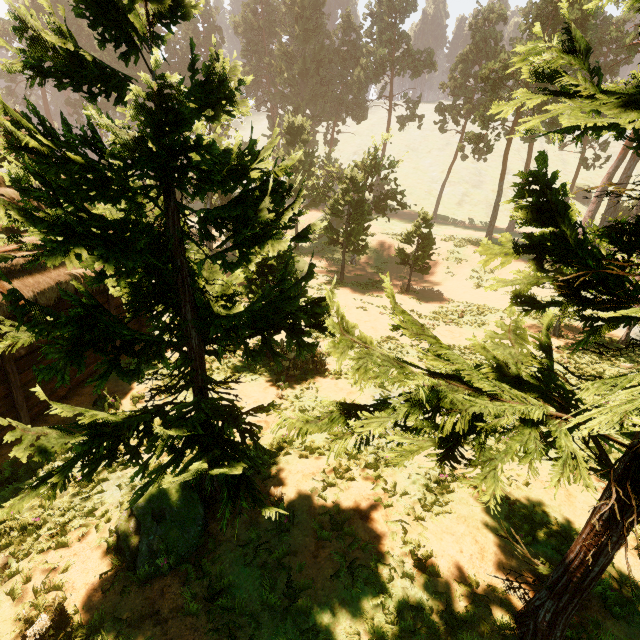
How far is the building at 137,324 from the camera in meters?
12.9 m

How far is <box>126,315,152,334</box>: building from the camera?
12.89m

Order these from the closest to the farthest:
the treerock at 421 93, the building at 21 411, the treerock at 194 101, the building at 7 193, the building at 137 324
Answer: the treerock at 194 101
the building at 21 411
the building at 7 193
the building at 137 324
the treerock at 421 93

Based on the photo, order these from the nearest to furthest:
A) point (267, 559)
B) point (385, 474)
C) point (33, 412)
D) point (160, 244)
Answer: point (160, 244) < point (267, 559) < point (385, 474) < point (33, 412)

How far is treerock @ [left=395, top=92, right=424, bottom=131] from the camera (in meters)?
43.31

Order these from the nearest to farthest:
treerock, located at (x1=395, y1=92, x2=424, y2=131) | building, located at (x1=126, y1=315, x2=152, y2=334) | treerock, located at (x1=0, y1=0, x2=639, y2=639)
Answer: treerock, located at (x1=0, y1=0, x2=639, y2=639) < building, located at (x1=126, y1=315, x2=152, y2=334) < treerock, located at (x1=395, y1=92, x2=424, y2=131)

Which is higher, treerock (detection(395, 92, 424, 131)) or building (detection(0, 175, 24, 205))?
treerock (detection(395, 92, 424, 131))
